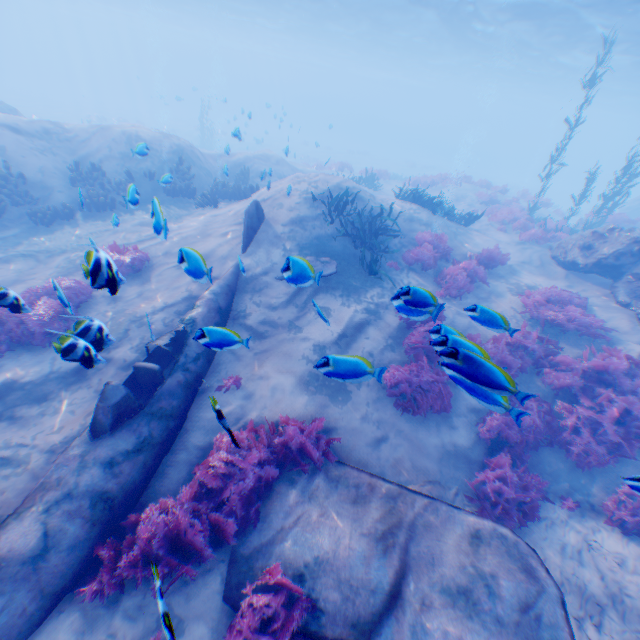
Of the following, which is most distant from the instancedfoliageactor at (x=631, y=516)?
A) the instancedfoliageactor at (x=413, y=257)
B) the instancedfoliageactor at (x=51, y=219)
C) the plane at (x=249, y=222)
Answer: the instancedfoliageactor at (x=51, y=219)

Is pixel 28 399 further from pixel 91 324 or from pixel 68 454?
pixel 91 324

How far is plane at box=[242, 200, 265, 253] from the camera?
9.1m

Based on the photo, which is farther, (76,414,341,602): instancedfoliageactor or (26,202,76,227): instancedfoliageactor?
(26,202,76,227): instancedfoliageactor

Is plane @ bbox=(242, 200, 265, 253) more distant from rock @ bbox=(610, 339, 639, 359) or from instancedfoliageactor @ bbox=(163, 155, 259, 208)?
instancedfoliageactor @ bbox=(163, 155, 259, 208)

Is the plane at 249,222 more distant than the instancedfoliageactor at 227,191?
No

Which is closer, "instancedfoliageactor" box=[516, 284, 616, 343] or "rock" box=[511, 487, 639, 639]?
"rock" box=[511, 487, 639, 639]

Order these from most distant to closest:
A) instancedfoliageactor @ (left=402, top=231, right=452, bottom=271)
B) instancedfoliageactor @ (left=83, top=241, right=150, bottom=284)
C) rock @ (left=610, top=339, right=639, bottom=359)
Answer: instancedfoliageactor @ (left=402, top=231, right=452, bottom=271) < rock @ (left=610, top=339, right=639, bottom=359) < instancedfoliageactor @ (left=83, top=241, right=150, bottom=284)
